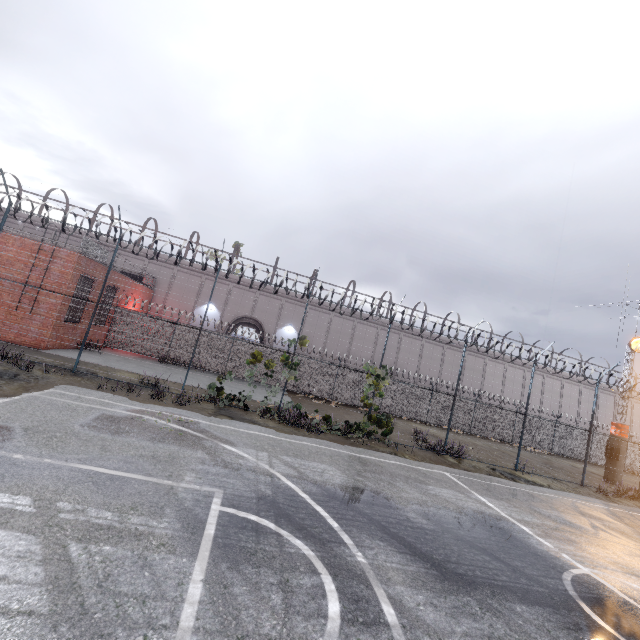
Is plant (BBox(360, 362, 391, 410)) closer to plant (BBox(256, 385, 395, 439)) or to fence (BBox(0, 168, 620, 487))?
fence (BBox(0, 168, 620, 487))

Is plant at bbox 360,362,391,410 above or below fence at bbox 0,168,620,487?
above

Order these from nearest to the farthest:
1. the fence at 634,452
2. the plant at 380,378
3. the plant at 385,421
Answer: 1. the plant at 385,421
2. the plant at 380,378
3. the fence at 634,452

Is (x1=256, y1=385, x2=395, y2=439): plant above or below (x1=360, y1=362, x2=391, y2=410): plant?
below

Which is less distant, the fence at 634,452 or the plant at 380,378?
the plant at 380,378

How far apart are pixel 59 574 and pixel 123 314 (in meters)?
21.42
